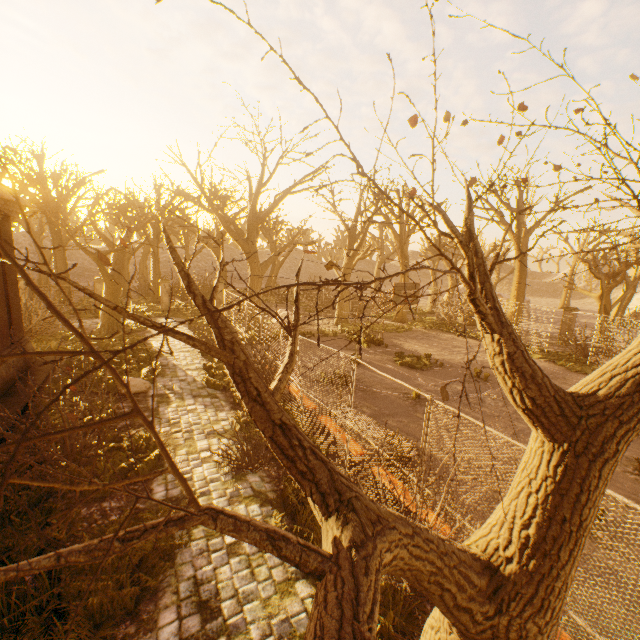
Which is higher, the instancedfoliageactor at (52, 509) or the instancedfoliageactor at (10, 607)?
the instancedfoliageactor at (52, 509)

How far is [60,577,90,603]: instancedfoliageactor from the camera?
4.2m

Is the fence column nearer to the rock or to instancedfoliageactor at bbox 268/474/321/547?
instancedfoliageactor at bbox 268/474/321/547

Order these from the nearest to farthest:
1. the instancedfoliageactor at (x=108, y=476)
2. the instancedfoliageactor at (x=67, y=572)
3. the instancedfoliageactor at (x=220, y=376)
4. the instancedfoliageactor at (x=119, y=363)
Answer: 1. the instancedfoliageactor at (x=67, y=572)
2. the instancedfoliageactor at (x=108, y=476)
3. the instancedfoliageactor at (x=220, y=376)
4. the instancedfoliageactor at (x=119, y=363)

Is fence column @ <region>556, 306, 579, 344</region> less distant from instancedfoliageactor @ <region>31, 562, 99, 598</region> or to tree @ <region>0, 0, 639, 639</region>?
tree @ <region>0, 0, 639, 639</region>

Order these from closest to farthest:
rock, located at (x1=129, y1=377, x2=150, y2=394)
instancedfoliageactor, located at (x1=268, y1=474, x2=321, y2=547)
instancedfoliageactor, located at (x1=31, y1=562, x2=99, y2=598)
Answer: instancedfoliageactor, located at (x1=31, y1=562, x2=99, y2=598)
instancedfoliageactor, located at (x1=268, y1=474, x2=321, y2=547)
rock, located at (x1=129, y1=377, x2=150, y2=394)

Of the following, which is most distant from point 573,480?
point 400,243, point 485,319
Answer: point 400,243

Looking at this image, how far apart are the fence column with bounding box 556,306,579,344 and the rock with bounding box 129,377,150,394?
25.0 meters
